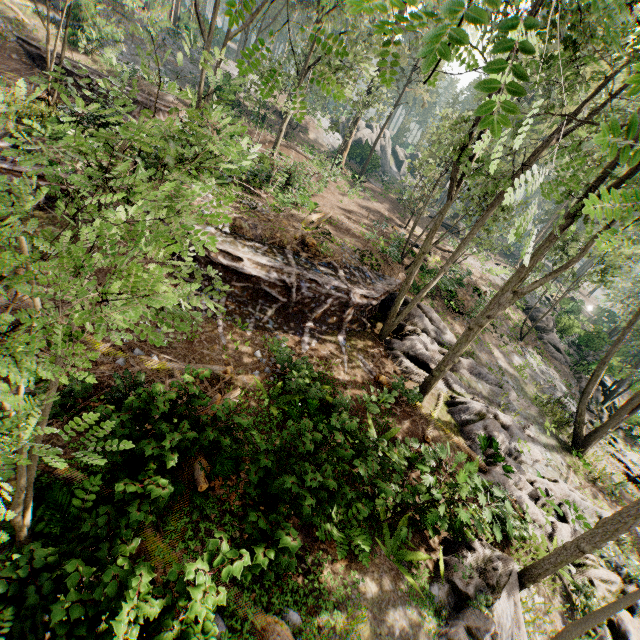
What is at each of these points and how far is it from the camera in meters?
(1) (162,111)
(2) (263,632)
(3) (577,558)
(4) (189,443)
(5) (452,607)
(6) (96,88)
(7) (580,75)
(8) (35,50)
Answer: (1) ground embankment, 21.8
(2) foliage, 5.0
(3) foliage, 7.4
(4) foliage, 5.2
(5) rock, 7.3
(6) ground embankment, 20.0
(7) foliage, 10.1
(8) ground embankment, 19.1

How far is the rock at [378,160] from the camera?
41.9m

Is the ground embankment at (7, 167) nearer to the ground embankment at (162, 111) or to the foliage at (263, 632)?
the foliage at (263, 632)

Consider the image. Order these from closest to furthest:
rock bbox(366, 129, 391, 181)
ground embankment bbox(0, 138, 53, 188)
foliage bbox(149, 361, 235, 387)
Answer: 1. foliage bbox(149, 361, 235, 387)
2. ground embankment bbox(0, 138, 53, 188)
3. rock bbox(366, 129, 391, 181)

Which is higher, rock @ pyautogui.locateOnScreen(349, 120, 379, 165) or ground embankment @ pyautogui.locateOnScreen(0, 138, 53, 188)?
rock @ pyautogui.locateOnScreen(349, 120, 379, 165)

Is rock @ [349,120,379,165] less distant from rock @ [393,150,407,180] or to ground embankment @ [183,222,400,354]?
rock @ [393,150,407,180]

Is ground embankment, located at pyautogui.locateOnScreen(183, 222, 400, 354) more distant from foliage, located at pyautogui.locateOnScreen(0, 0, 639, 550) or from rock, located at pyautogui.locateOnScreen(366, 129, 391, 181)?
rock, located at pyautogui.locateOnScreen(366, 129, 391, 181)

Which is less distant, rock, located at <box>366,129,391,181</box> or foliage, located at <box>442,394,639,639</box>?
foliage, located at <box>442,394,639,639</box>
